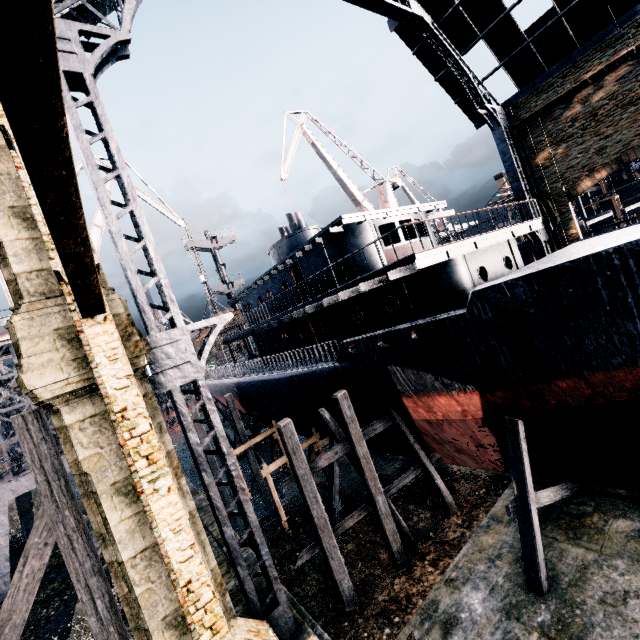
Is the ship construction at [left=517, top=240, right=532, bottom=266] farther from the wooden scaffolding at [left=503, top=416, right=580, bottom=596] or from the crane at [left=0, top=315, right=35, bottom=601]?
the crane at [left=0, top=315, right=35, bottom=601]

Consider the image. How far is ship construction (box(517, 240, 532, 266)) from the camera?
31.8m

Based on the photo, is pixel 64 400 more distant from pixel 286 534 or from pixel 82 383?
pixel 286 534

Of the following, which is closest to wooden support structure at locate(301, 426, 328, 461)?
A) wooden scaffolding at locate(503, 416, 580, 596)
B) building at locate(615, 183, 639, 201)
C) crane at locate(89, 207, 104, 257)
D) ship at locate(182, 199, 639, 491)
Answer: ship at locate(182, 199, 639, 491)

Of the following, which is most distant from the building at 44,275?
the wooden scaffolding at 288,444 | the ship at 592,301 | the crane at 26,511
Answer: the crane at 26,511

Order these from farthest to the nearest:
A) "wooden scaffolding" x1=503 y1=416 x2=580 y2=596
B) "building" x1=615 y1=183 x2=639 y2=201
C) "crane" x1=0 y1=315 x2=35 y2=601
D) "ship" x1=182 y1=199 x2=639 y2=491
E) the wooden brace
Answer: "building" x1=615 y1=183 x2=639 y2=201 → "crane" x1=0 y1=315 x2=35 y2=601 → "wooden scaffolding" x1=503 y1=416 x2=580 y2=596 → "ship" x1=182 y1=199 x2=639 y2=491 → the wooden brace

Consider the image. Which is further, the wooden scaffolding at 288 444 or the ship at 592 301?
the wooden scaffolding at 288 444

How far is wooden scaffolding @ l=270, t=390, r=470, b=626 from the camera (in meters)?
12.18
